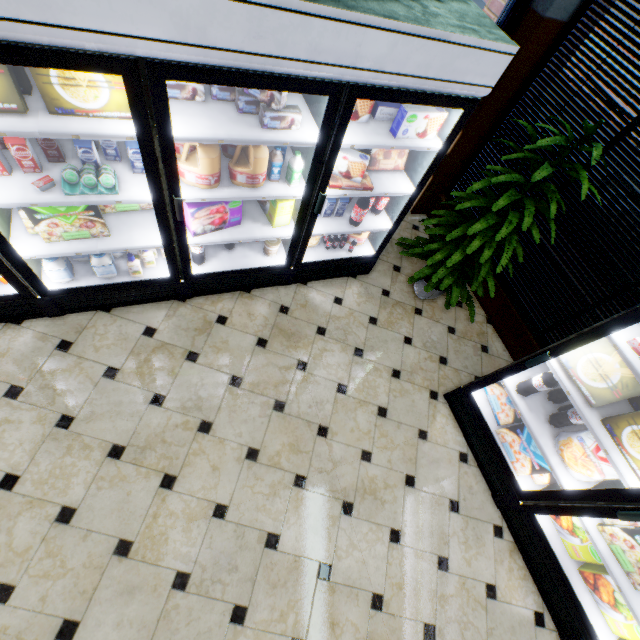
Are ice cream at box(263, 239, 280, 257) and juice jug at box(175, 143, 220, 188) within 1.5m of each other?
yes

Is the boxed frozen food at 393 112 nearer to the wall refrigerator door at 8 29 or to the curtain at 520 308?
the wall refrigerator door at 8 29

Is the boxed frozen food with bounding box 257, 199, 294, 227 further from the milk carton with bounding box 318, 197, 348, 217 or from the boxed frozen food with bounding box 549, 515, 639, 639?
the boxed frozen food with bounding box 549, 515, 639, 639

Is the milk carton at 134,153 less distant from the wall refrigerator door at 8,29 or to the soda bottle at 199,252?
the wall refrigerator door at 8,29

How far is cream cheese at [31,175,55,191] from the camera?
1.85m

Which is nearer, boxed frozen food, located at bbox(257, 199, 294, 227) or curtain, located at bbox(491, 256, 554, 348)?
boxed frozen food, located at bbox(257, 199, 294, 227)

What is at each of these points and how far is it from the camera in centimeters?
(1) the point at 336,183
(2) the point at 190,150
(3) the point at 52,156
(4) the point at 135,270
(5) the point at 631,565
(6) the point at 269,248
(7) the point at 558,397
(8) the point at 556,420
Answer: (1) boxed frozen food, 254cm
(2) juice jug, 221cm
(3) milk carton, 196cm
(4) sauce bottle, 267cm
(5) boxed frozen food, 212cm
(6) ice cream, 307cm
(7) soda bottle, 260cm
(8) soda bottle, 252cm

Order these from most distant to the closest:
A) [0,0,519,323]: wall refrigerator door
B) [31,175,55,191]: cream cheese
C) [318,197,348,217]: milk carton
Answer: [318,197,348,217]: milk carton, [31,175,55,191]: cream cheese, [0,0,519,323]: wall refrigerator door
